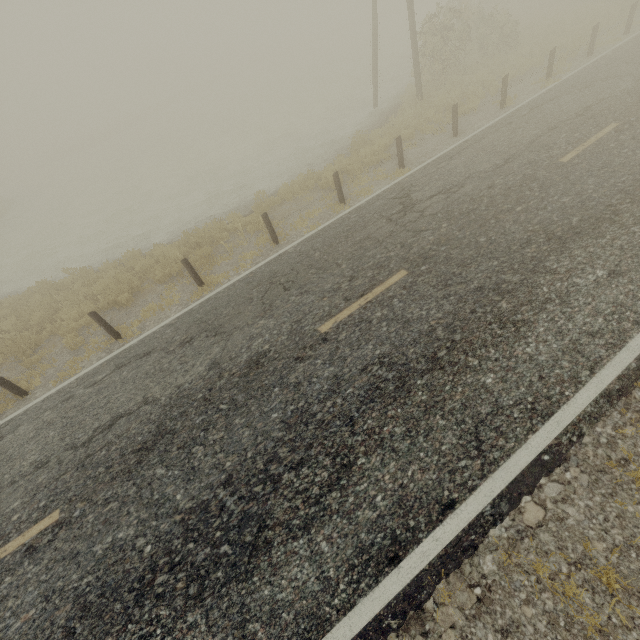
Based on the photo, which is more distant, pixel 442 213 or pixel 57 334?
pixel 57 334
